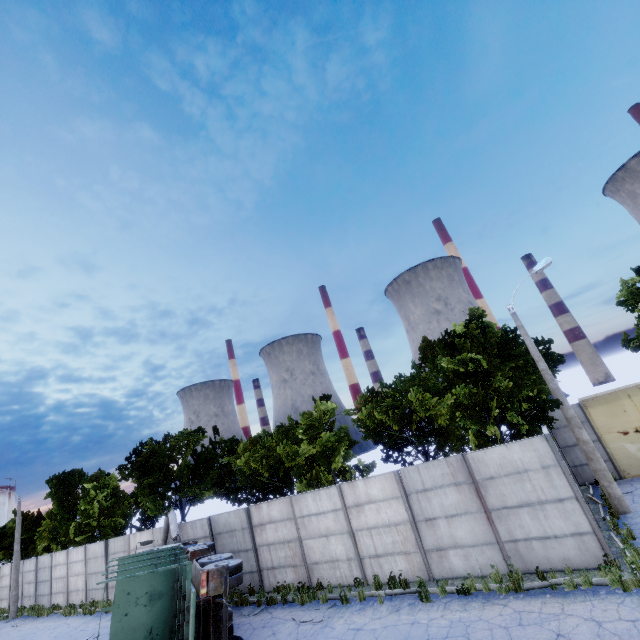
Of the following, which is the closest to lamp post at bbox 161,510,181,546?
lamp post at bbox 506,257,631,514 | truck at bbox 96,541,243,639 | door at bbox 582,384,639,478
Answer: truck at bbox 96,541,243,639

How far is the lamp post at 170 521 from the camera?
16.9m

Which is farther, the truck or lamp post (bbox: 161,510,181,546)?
lamp post (bbox: 161,510,181,546)

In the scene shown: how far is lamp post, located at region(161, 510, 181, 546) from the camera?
16.9m

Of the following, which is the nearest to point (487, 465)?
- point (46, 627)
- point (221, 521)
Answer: point (221, 521)

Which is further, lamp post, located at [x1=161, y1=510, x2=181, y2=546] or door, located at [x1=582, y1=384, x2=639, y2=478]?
lamp post, located at [x1=161, y1=510, x2=181, y2=546]

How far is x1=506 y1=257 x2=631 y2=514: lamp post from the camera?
12.2m

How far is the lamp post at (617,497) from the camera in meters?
12.2 m
